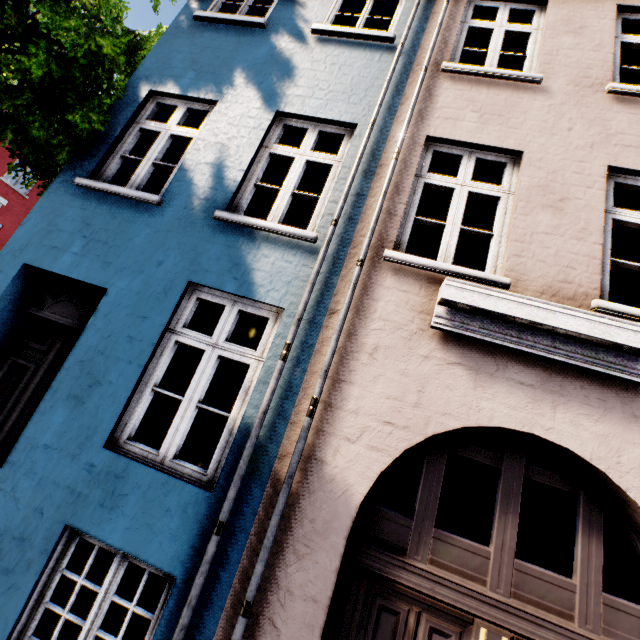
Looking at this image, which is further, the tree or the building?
the tree

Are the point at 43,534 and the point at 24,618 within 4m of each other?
yes

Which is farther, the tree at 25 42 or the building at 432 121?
the tree at 25 42
